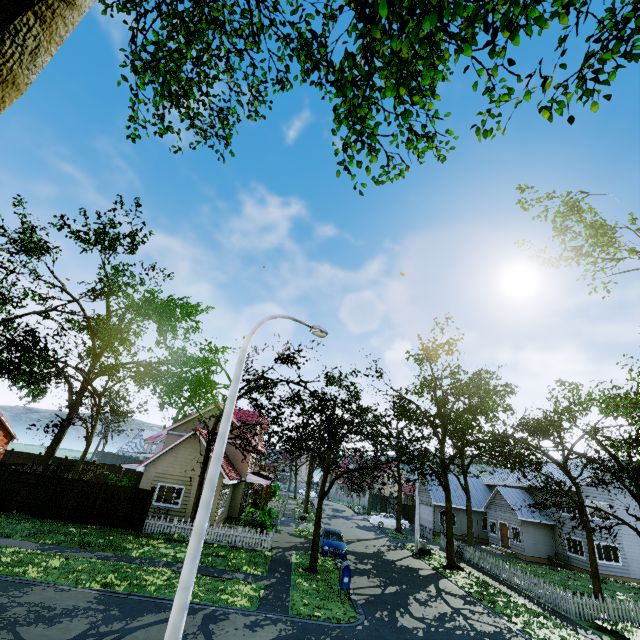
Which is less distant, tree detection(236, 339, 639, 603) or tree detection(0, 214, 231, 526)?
tree detection(236, 339, 639, 603)

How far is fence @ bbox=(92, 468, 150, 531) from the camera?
19.4m

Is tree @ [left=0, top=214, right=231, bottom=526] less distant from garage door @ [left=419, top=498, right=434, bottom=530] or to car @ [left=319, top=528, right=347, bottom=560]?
garage door @ [left=419, top=498, right=434, bottom=530]

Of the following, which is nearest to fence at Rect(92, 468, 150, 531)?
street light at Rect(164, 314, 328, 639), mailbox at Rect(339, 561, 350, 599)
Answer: street light at Rect(164, 314, 328, 639)

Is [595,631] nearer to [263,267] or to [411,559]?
[411,559]

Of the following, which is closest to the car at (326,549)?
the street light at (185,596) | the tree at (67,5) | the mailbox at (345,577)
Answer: the tree at (67,5)

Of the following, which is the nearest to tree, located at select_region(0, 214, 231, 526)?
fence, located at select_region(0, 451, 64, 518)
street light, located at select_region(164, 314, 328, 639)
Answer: fence, located at select_region(0, 451, 64, 518)

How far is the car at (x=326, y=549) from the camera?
20.20m
